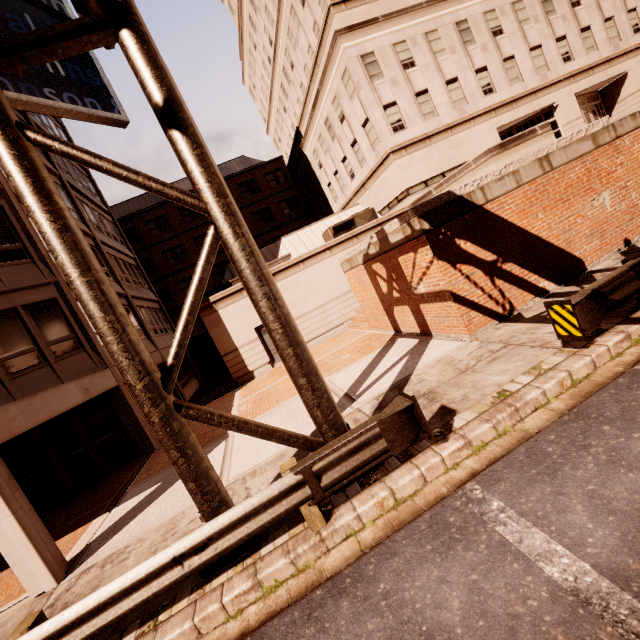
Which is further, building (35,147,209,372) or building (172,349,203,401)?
building (172,349,203,401)

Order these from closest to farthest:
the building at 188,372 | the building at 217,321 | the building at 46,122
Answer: the building at 217,321 < the building at 46,122 < the building at 188,372

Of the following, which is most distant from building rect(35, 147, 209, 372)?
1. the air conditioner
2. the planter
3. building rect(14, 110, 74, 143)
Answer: the planter

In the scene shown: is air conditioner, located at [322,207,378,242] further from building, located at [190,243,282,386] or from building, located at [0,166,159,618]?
building, located at [0,166,159,618]

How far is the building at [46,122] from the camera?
17.8 meters

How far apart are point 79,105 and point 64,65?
2.08m

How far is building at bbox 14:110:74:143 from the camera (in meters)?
17.83

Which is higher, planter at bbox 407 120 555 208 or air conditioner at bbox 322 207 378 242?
air conditioner at bbox 322 207 378 242
